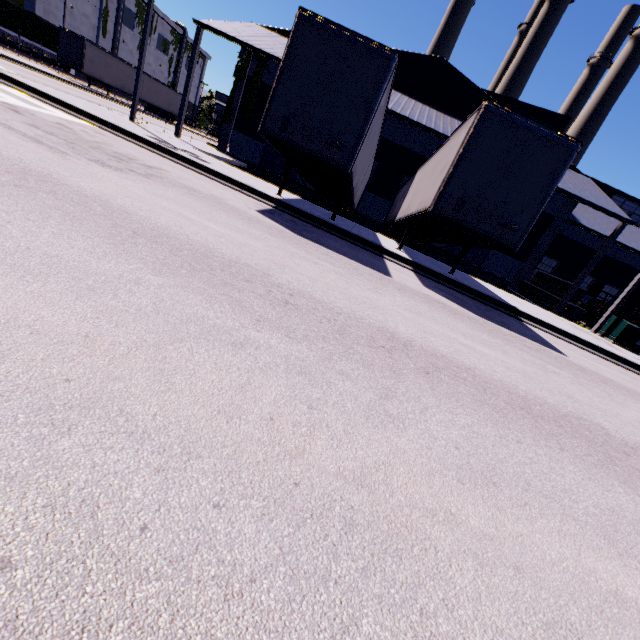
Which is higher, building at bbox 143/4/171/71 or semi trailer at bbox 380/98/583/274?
building at bbox 143/4/171/71

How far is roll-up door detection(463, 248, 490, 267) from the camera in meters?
23.4 m

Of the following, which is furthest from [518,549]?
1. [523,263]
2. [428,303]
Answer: [523,263]

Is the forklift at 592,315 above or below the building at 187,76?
below

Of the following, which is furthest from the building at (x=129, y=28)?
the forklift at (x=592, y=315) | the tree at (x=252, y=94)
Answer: the forklift at (x=592, y=315)

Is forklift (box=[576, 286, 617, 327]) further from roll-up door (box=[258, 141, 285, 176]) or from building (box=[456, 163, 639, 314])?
roll-up door (box=[258, 141, 285, 176])

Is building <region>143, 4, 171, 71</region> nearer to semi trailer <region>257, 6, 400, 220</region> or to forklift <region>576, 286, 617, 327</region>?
semi trailer <region>257, 6, 400, 220</region>
